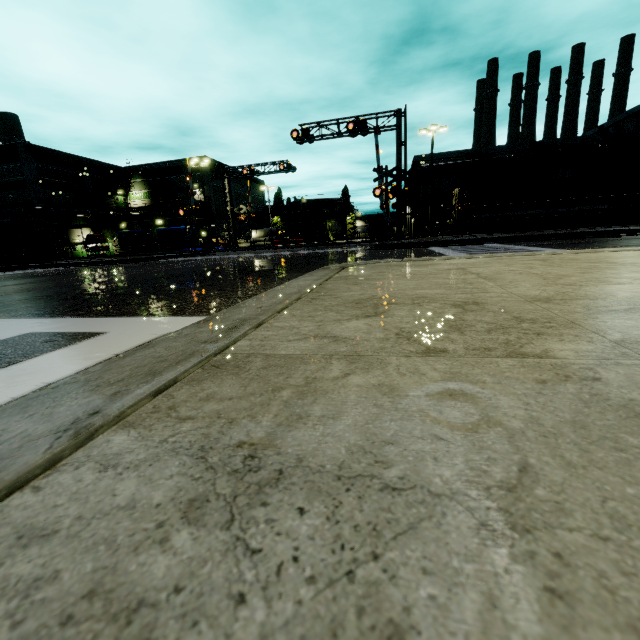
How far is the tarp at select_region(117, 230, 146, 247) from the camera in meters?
39.9

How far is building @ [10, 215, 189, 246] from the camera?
44.8 meters

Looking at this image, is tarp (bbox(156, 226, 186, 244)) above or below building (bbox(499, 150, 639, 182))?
below

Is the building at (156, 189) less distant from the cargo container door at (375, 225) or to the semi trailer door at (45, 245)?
the cargo container door at (375, 225)

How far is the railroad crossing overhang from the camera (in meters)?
22.41

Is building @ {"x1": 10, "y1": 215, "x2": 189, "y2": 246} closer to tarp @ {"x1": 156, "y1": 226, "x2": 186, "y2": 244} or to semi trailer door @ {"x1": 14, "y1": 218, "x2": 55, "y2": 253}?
tarp @ {"x1": 156, "y1": 226, "x2": 186, "y2": 244}

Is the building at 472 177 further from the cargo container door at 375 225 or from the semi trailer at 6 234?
the cargo container door at 375 225

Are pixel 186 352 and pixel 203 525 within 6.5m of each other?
yes
